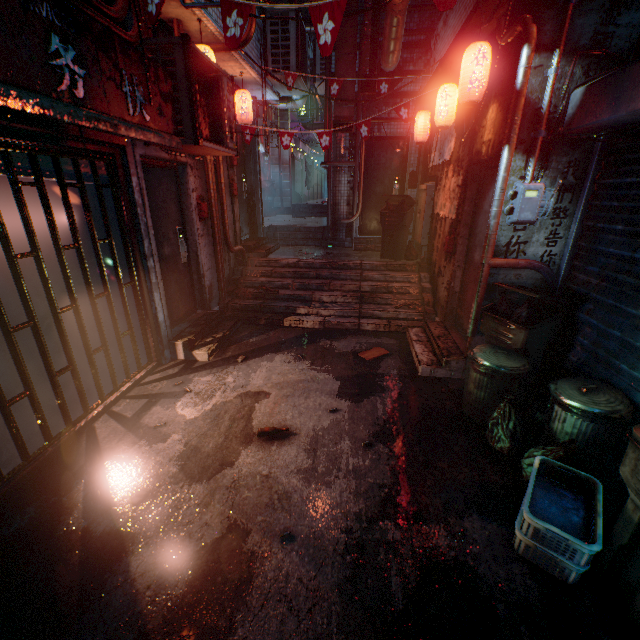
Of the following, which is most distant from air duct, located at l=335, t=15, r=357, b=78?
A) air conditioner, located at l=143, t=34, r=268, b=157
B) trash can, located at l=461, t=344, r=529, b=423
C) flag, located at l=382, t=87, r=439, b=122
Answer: trash can, located at l=461, t=344, r=529, b=423

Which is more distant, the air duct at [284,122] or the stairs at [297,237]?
the air duct at [284,122]

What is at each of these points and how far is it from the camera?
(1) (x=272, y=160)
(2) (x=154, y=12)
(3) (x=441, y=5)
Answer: (1) air duct, 11.2 meters
(2) flag, 2.3 meters
(3) flag, 1.8 meters

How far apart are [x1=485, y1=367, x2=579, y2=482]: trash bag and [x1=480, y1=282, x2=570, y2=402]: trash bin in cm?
52

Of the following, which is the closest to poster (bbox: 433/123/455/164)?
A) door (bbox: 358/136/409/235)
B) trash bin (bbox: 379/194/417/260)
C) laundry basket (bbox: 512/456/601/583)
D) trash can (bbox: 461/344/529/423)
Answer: → trash bin (bbox: 379/194/417/260)

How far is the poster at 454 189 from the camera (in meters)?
4.30

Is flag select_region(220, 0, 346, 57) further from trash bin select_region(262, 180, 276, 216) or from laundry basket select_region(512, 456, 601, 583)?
trash bin select_region(262, 180, 276, 216)

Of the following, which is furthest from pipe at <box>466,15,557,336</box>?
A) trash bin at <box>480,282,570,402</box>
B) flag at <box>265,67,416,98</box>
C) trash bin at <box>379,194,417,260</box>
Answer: trash bin at <box>379,194,417,260</box>
